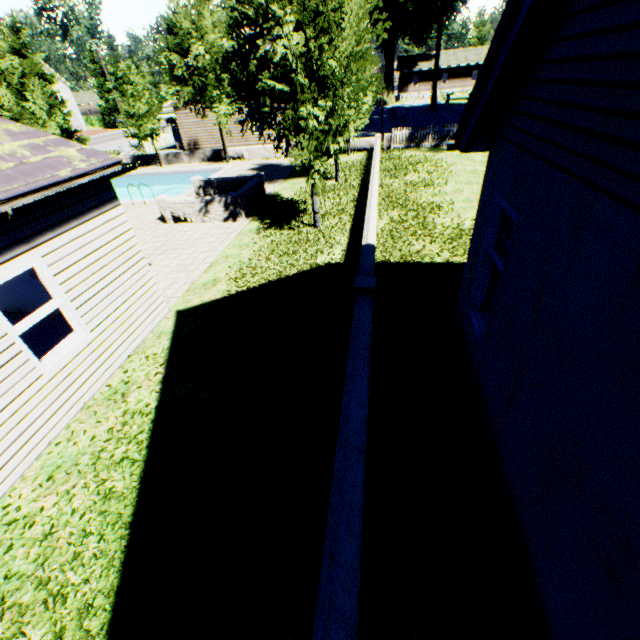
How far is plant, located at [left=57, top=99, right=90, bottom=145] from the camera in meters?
29.4 m

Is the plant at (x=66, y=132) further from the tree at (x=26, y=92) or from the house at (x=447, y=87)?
the house at (x=447, y=87)

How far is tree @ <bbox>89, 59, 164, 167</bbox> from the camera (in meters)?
21.22

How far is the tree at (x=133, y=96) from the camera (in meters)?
21.22

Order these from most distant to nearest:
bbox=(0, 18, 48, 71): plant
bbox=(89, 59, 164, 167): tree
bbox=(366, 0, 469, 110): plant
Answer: bbox=(366, 0, 469, 110): plant, bbox=(0, 18, 48, 71): plant, bbox=(89, 59, 164, 167): tree

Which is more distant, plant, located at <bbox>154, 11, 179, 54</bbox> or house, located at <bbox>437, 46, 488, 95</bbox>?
house, located at <bbox>437, 46, 488, 95</bbox>

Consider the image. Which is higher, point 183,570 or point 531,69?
point 531,69

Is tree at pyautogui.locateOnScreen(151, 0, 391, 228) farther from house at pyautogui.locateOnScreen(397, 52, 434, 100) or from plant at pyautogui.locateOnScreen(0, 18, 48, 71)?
house at pyautogui.locateOnScreen(397, 52, 434, 100)
